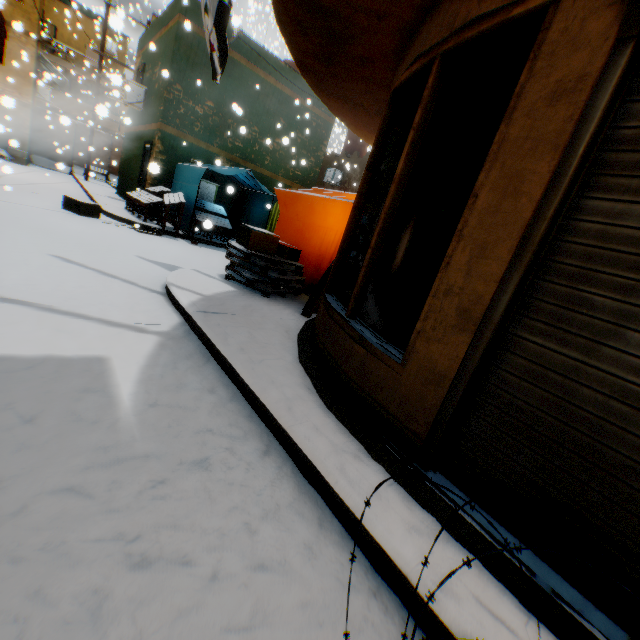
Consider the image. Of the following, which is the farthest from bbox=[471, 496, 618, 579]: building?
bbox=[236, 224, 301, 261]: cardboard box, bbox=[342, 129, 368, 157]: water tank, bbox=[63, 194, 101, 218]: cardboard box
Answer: bbox=[63, 194, 101, 218]: cardboard box

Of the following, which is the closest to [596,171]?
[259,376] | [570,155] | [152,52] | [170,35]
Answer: [570,155]

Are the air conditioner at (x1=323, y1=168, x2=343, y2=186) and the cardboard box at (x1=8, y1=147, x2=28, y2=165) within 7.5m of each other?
no

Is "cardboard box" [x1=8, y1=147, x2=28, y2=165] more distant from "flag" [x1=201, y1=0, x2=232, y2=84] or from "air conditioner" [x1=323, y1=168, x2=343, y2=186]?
"flag" [x1=201, y1=0, x2=232, y2=84]

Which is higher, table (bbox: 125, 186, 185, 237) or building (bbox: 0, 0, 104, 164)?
building (bbox: 0, 0, 104, 164)

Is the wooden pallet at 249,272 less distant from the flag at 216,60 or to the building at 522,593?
the building at 522,593

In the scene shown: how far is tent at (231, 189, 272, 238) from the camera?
11.75m

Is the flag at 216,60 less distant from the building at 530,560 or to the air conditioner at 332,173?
the building at 530,560
